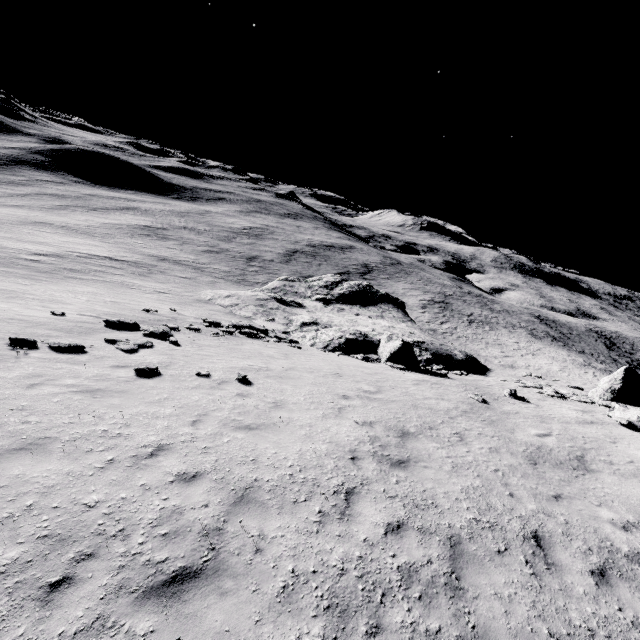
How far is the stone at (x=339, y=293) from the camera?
22.33m

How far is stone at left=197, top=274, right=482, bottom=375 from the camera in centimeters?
2233cm

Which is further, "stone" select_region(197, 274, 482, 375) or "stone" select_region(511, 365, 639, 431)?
"stone" select_region(197, 274, 482, 375)

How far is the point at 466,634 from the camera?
4.7 meters

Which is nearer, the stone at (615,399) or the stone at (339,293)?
the stone at (615,399)

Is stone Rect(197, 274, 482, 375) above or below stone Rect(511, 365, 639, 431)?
below
